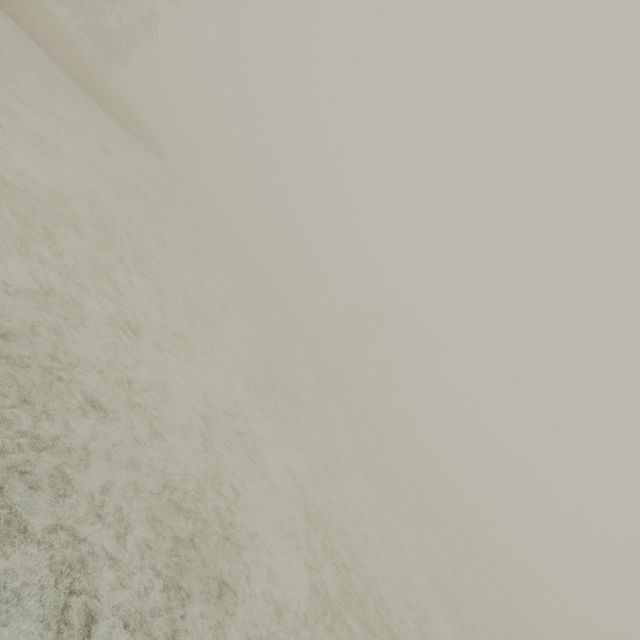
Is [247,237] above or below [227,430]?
above
